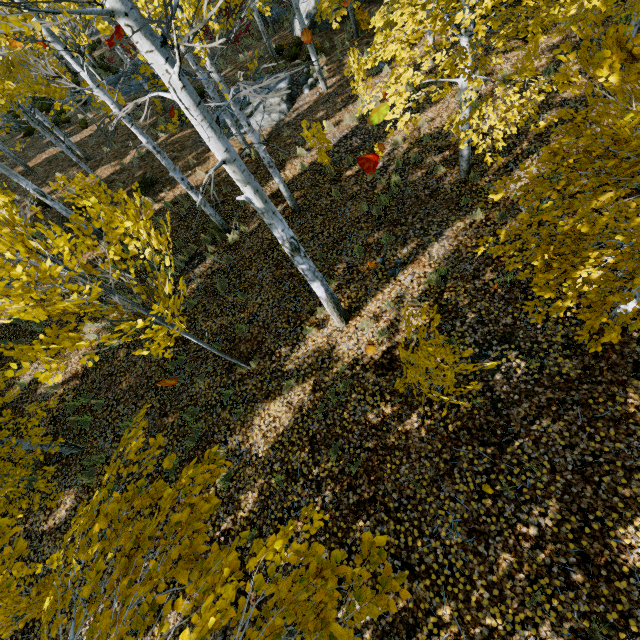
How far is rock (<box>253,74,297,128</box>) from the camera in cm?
1245

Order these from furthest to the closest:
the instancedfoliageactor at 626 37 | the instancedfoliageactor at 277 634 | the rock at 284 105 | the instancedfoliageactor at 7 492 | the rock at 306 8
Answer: the rock at 306 8, the rock at 284 105, the instancedfoliageactor at 7 492, the instancedfoliageactor at 626 37, the instancedfoliageactor at 277 634

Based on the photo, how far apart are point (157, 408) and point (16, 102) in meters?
18.0 m

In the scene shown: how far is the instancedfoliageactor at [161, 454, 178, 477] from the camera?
2.6m

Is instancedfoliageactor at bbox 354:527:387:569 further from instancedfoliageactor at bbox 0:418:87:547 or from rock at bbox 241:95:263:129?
rock at bbox 241:95:263:129

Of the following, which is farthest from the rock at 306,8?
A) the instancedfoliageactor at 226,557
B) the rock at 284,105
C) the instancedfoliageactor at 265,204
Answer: the instancedfoliageactor at 226,557

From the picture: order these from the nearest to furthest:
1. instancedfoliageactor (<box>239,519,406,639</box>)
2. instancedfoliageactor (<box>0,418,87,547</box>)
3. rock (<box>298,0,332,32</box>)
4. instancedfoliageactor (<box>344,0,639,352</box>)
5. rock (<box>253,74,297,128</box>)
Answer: instancedfoliageactor (<box>239,519,406,639</box>) → instancedfoliageactor (<box>344,0,639,352</box>) → instancedfoliageactor (<box>0,418,87,547</box>) → rock (<box>253,74,297,128</box>) → rock (<box>298,0,332,32</box>)
